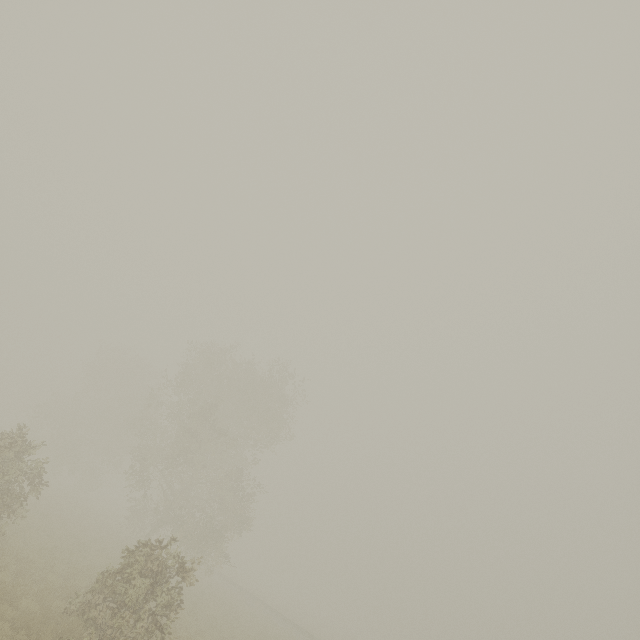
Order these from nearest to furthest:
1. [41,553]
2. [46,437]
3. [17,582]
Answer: [17,582] < [41,553] < [46,437]

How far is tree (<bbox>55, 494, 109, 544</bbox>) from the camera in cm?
2278

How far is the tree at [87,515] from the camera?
22.8m

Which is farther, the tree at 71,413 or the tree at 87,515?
the tree at 87,515

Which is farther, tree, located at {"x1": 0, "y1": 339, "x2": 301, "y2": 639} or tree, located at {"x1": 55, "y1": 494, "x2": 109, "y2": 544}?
tree, located at {"x1": 55, "y1": 494, "x2": 109, "y2": 544}

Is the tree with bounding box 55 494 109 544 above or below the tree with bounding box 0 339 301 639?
below
